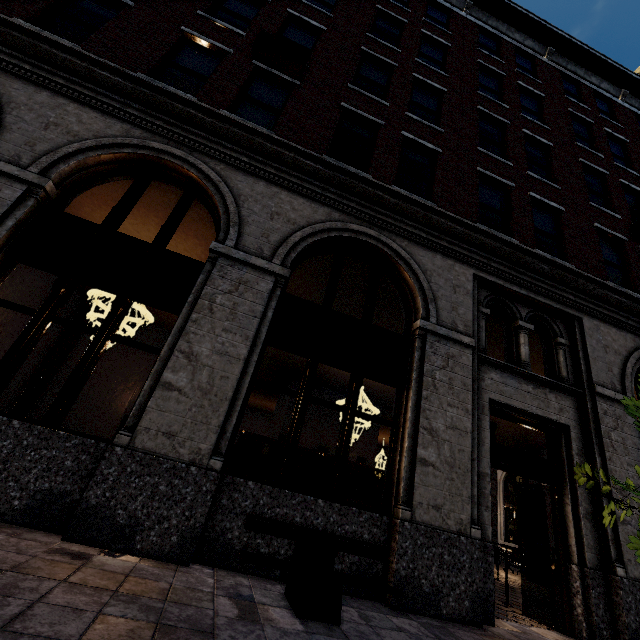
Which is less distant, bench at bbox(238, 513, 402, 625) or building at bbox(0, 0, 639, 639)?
bench at bbox(238, 513, 402, 625)

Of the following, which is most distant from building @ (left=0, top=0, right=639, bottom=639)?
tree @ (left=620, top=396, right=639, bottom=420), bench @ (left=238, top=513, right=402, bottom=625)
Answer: tree @ (left=620, top=396, right=639, bottom=420)

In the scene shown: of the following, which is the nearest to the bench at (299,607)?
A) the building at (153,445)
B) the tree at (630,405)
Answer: the building at (153,445)

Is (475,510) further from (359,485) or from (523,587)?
(359,485)

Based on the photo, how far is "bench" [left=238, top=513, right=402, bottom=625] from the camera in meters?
3.2

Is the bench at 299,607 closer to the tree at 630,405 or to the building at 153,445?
the building at 153,445

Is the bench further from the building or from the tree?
the tree
